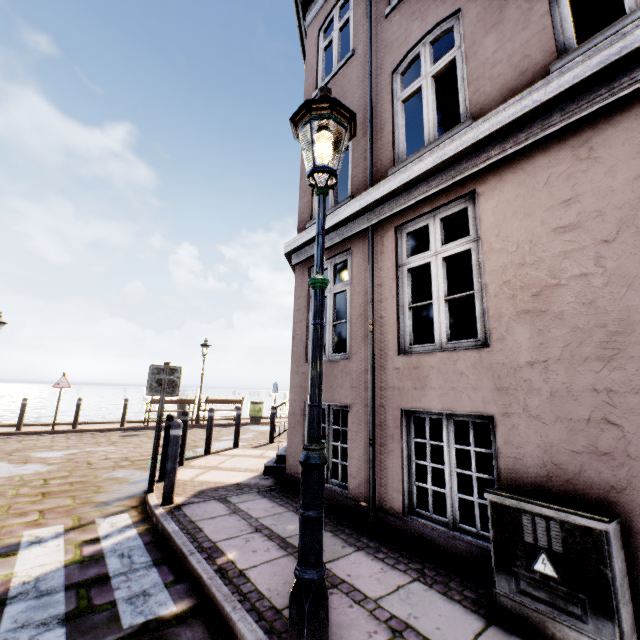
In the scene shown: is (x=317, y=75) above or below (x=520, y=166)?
above

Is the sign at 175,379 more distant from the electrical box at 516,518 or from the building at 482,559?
the electrical box at 516,518

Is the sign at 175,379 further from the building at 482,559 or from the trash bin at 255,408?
the trash bin at 255,408

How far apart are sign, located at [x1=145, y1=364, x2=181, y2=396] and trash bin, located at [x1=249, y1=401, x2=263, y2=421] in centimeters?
1103cm

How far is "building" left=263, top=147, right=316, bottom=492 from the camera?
5.38m

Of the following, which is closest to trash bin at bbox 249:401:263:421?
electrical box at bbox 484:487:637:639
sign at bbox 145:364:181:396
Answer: sign at bbox 145:364:181:396

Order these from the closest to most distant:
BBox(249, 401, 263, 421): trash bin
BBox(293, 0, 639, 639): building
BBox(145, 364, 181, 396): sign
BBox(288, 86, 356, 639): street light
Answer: BBox(288, 86, 356, 639): street light < BBox(293, 0, 639, 639): building < BBox(145, 364, 181, 396): sign < BBox(249, 401, 263, 421): trash bin

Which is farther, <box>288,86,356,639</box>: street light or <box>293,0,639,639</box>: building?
<box>293,0,639,639</box>: building
